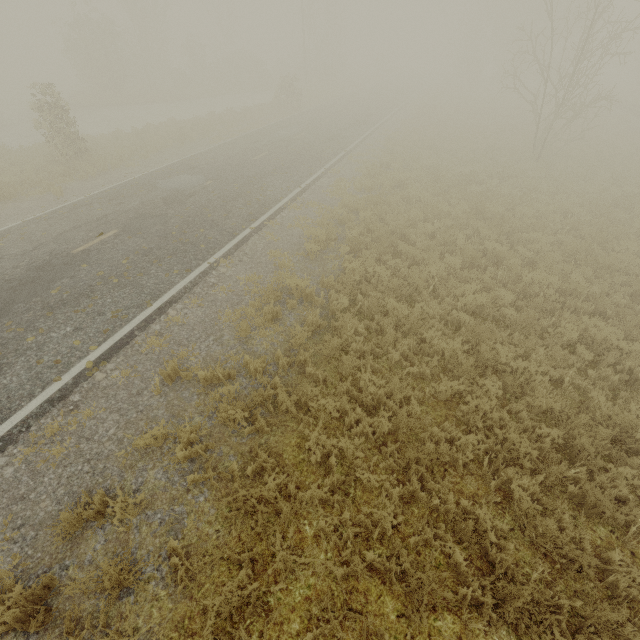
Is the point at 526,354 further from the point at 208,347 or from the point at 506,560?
the point at 208,347
